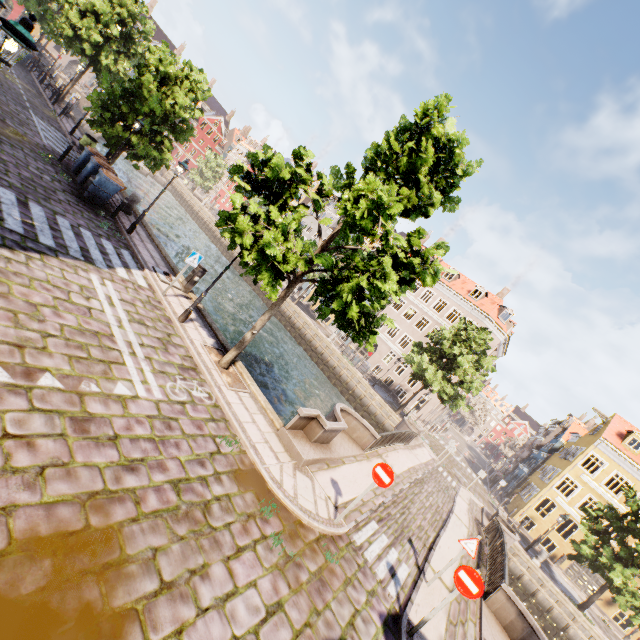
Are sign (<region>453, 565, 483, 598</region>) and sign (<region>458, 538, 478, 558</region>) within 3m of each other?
yes

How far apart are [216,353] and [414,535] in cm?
913

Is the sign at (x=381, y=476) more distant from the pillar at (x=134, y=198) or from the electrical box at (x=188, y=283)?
the pillar at (x=134, y=198)

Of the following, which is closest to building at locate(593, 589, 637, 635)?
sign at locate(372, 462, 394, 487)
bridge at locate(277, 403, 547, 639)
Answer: bridge at locate(277, 403, 547, 639)

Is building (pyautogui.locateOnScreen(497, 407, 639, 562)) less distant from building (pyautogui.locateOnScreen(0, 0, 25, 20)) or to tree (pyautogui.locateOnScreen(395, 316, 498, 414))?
tree (pyautogui.locateOnScreen(395, 316, 498, 414))

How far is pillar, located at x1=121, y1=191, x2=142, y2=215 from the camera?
15.4m

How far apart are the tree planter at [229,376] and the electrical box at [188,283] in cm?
346

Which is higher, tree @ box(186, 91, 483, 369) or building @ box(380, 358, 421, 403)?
tree @ box(186, 91, 483, 369)
